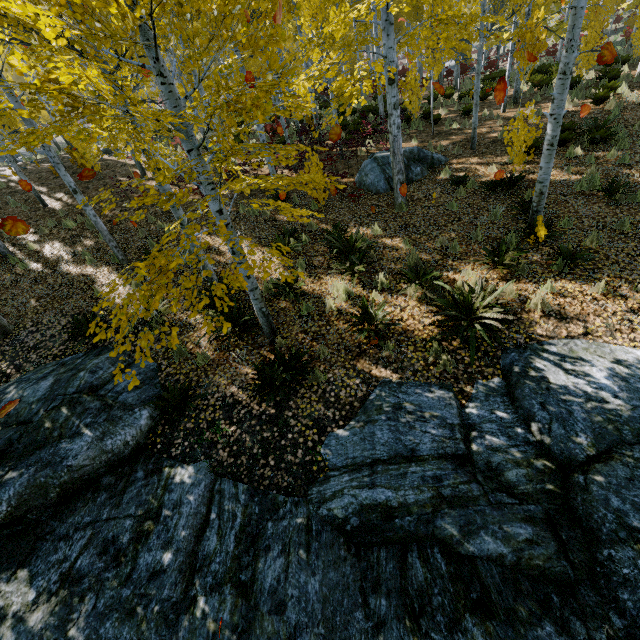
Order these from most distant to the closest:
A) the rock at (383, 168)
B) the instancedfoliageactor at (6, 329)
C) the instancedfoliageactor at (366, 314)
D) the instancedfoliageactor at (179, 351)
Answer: the rock at (383, 168) → the instancedfoliageactor at (6, 329) → the instancedfoliageactor at (366, 314) → the instancedfoliageactor at (179, 351)

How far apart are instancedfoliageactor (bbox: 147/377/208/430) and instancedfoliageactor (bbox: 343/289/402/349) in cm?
348

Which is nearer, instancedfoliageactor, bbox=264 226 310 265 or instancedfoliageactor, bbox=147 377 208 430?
instancedfoliageactor, bbox=264 226 310 265

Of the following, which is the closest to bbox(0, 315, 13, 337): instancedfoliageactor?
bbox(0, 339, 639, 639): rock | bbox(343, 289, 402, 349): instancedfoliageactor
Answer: bbox(0, 339, 639, 639): rock

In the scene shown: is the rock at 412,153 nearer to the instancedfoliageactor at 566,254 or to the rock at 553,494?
the instancedfoliageactor at 566,254

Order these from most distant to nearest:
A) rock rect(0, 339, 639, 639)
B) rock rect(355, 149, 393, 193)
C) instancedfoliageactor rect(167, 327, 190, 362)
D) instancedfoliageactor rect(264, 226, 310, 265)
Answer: rock rect(355, 149, 393, 193), instancedfoliageactor rect(264, 226, 310, 265), instancedfoliageactor rect(167, 327, 190, 362), rock rect(0, 339, 639, 639)

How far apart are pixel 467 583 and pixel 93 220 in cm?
1064

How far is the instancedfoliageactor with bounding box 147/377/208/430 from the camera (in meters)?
5.42
